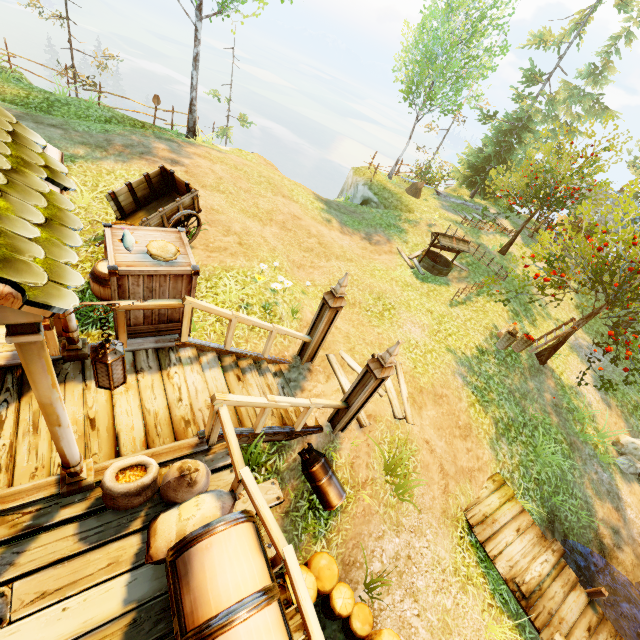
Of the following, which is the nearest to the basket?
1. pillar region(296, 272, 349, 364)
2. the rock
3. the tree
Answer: the tree

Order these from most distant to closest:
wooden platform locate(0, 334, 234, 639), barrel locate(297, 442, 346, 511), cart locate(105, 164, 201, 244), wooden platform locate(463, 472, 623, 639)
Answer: cart locate(105, 164, 201, 244), wooden platform locate(463, 472, 623, 639), barrel locate(297, 442, 346, 511), wooden platform locate(0, 334, 234, 639)

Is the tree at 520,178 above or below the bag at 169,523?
above

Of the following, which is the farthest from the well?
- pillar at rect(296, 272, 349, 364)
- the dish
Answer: the dish

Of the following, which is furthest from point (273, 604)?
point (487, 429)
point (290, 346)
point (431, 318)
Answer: point (431, 318)

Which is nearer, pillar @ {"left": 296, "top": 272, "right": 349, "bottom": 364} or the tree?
pillar @ {"left": 296, "top": 272, "right": 349, "bottom": 364}

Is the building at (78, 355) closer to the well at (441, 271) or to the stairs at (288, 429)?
the stairs at (288, 429)

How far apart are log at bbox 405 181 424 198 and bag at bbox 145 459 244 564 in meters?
20.8 m
